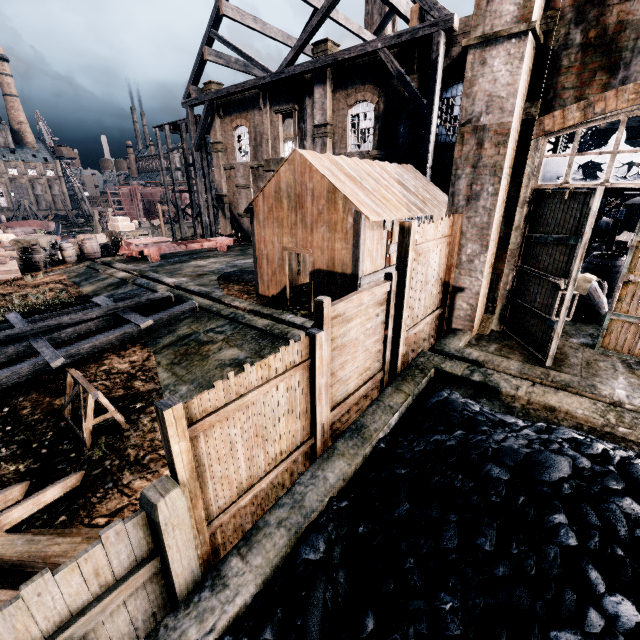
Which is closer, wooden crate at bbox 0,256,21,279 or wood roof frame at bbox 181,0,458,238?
wood roof frame at bbox 181,0,458,238

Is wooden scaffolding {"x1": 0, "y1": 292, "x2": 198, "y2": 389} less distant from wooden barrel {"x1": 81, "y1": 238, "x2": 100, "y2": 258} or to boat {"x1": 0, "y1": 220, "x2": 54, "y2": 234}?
wooden barrel {"x1": 81, "y1": 238, "x2": 100, "y2": 258}

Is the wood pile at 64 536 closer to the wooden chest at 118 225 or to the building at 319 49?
the building at 319 49

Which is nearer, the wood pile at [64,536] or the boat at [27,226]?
the wood pile at [64,536]

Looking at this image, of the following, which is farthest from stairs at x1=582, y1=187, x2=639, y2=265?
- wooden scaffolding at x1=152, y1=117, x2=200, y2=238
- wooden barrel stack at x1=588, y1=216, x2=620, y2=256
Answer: wooden scaffolding at x1=152, y1=117, x2=200, y2=238

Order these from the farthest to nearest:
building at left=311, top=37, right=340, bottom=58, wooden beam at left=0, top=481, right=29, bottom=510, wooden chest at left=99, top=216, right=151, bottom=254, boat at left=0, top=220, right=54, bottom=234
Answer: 1. boat at left=0, top=220, right=54, bottom=234
2. wooden chest at left=99, top=216, right=151, bottom=254
3. building at left=311, top=37, right=340, bottom=58
4. wooden beam at left=0, top=481, right=29, bottom=510

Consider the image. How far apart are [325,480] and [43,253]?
25.80m

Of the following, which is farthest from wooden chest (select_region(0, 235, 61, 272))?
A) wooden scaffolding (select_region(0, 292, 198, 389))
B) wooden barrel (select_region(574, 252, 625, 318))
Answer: wooden barrel (select_region(574, 252, 625, 318))
